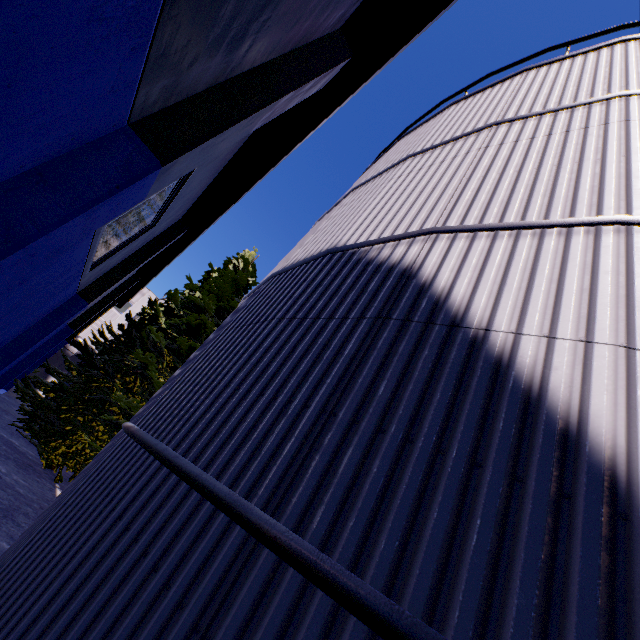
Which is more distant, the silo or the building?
the building

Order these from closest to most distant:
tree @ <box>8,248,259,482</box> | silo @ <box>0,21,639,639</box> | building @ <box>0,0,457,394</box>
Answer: silo @ <box>0,21,639,639</box>, building @ <box>0,0,457,394</box>, tree @ <box>8,248,259,482</box>

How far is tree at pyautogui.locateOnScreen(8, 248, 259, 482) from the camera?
12.3 meters

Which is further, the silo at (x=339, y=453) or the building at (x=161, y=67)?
the building at (x=161, y=67)

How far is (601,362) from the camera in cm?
181

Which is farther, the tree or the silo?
the tree

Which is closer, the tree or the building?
the building

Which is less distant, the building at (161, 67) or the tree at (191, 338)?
the building at (161, 67)
